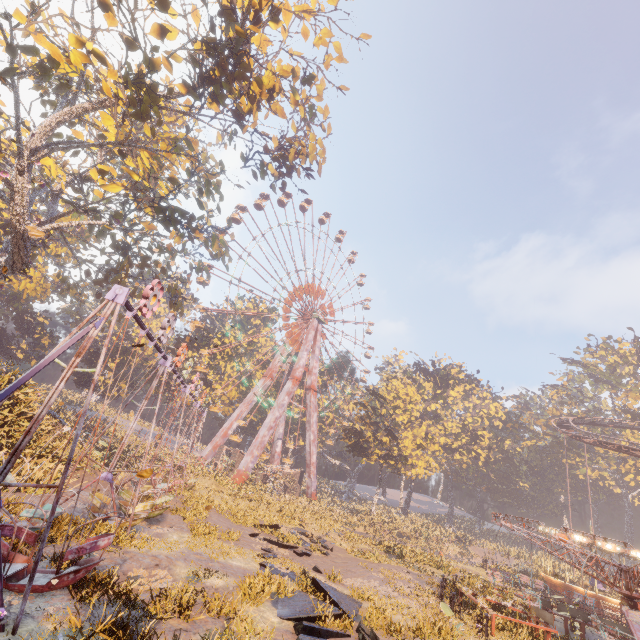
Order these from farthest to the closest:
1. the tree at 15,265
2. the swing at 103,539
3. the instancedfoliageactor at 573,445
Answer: the instancedfoliageactor at 573,445, the tree at 15,265, the swing at 103,539

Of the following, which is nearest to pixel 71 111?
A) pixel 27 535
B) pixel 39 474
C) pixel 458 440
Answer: pixel 39 474

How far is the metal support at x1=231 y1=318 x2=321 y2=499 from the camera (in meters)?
39.50

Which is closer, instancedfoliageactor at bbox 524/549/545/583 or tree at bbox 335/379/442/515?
instancedfoliageactor at bbox 524/549/545/583

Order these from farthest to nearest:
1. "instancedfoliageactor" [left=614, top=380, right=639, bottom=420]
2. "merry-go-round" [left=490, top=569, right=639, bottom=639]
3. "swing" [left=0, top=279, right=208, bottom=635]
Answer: "instancedfoliageactor" [left=614, top=380, right=639, bottom=420] < "merry-go-round" [left=490, top=569, right=639, bottom=639] < "swing" [left=0, top=279, right=208, bottom=635]

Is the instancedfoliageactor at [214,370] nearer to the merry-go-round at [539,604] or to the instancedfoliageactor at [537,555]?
the merry-go-round at [539,604]

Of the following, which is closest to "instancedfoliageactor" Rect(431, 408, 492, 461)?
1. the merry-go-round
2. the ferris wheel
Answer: the ferris wheel

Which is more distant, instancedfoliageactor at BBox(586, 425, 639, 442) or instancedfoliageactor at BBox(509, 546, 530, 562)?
instancedfoliageactor at BBox(586, 425, 639, 442)
